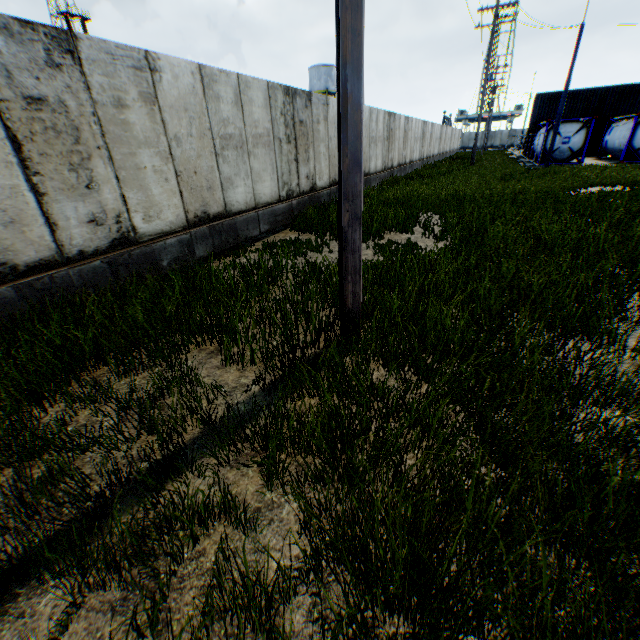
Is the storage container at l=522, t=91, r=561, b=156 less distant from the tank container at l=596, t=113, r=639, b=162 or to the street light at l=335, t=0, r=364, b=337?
the tank container at l=596, t=113, r=639, b=162

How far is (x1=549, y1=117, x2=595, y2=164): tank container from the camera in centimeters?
2342cm

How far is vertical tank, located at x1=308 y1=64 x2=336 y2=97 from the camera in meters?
46.2

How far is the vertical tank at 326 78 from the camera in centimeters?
4619cm

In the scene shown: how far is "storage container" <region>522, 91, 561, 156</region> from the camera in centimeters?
3336cm

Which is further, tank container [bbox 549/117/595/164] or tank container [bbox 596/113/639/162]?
tank container [bbox 549/117/595/164]

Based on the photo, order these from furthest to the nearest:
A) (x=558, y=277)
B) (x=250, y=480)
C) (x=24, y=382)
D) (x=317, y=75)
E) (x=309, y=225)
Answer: (x=317, y=75) < (x=309, y=225) < (x=558, y=277) < (x=24, y=382) < (x=250, y=480)

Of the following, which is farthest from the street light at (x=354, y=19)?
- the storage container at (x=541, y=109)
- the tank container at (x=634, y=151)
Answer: the storage container at (x=541, y=109)
